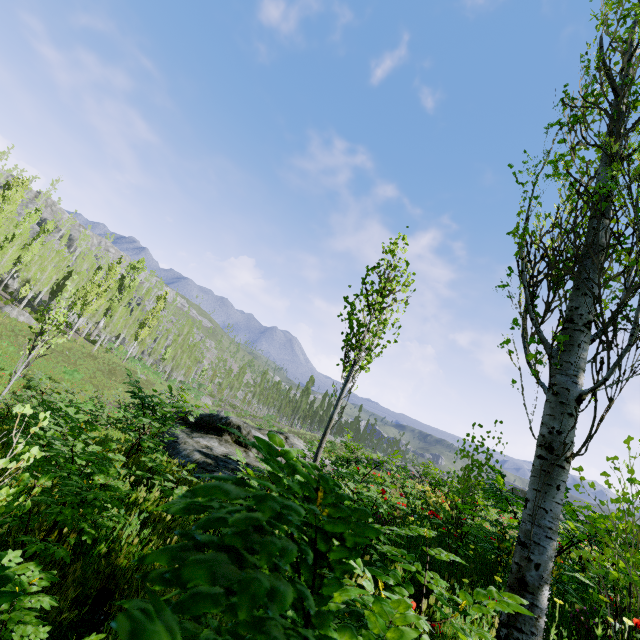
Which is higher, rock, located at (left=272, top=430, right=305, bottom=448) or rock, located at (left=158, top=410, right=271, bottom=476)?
rock, located at (left=272, top=430, right=305, bottom=448)

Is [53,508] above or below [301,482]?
below

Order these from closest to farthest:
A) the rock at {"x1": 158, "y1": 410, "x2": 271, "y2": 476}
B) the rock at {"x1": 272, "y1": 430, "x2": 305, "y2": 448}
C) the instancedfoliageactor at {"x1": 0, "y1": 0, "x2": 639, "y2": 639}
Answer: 1. the instancedfoliageactor at {"x1": 0, "y1": 0, "x2": 639, "y2": 639}
2. the rock at {"x1": 158, "y1": 410, "x2": 271, "y2": 476}
3. the rock at {"x1": 272, "y1": 430, "x2": 305, "y2": 448}

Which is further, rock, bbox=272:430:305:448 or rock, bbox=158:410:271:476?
rock, bbox=272:430:305:448

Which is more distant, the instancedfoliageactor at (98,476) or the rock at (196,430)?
the rock at (196,430)

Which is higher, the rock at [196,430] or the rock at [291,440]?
the rock at [291,440]

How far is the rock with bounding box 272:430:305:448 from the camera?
12.9 meters
